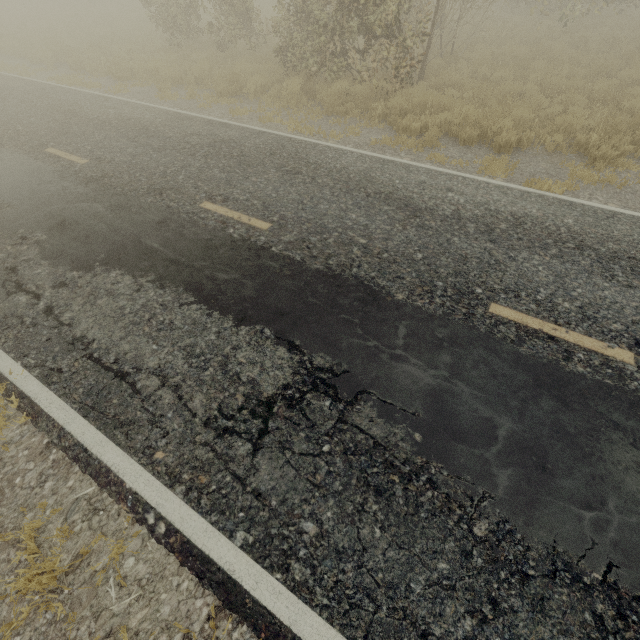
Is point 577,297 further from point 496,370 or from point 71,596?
point 71,596

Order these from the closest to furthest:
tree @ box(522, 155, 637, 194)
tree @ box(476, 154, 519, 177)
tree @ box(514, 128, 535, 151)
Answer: tree @ box(522, 155, 637, 194)
tree @ box(476, 154, 519, 177)
tree @ box(514, 128, 535, 151)

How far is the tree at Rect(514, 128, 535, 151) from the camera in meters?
7.4 m

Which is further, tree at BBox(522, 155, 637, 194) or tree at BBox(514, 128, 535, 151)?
tree at BBox(514, 128, 535, 151)

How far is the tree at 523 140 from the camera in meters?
7.4 m
